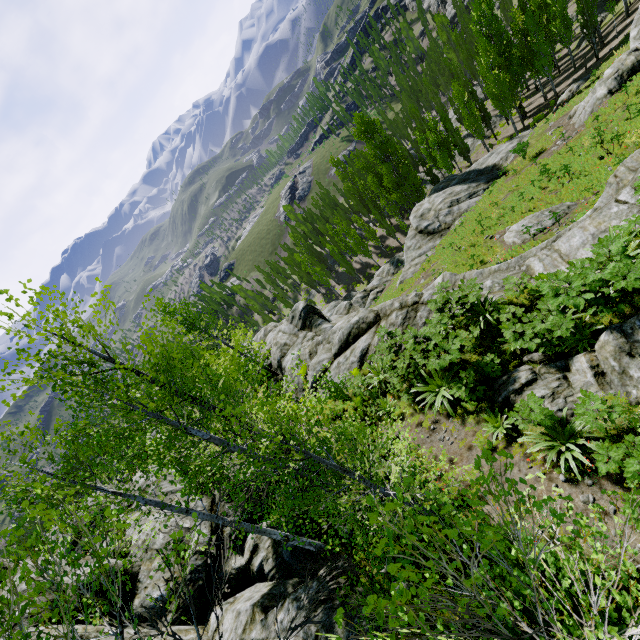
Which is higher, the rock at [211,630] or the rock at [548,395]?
the rock at [211,630]

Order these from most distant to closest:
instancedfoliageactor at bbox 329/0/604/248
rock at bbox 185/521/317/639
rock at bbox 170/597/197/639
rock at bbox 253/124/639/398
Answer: instancedfoliageactor at bbox 329/0/604/248
rock at bbox 253/124/639/398
rock at bbox 170/597/197/639
rock at bbox 185/521/317/639

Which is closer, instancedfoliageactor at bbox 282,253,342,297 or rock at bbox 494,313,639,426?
rock at bbox 494,313,639,426

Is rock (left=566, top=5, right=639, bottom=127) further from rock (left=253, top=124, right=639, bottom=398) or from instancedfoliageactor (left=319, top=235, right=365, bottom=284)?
instancedfoliageactor (left=319, top=235, right=365, bottom=284)

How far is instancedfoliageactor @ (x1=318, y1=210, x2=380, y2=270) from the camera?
45.5 meters

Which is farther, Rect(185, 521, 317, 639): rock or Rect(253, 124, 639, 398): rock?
Rect(253, 124, 639, 398): rock

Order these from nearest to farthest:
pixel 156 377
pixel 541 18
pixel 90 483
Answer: pixel 156 377
pixel 90 483
pixel 541 18

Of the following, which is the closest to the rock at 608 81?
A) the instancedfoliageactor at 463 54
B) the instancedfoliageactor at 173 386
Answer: the instancedfoliageactor at 463 54
